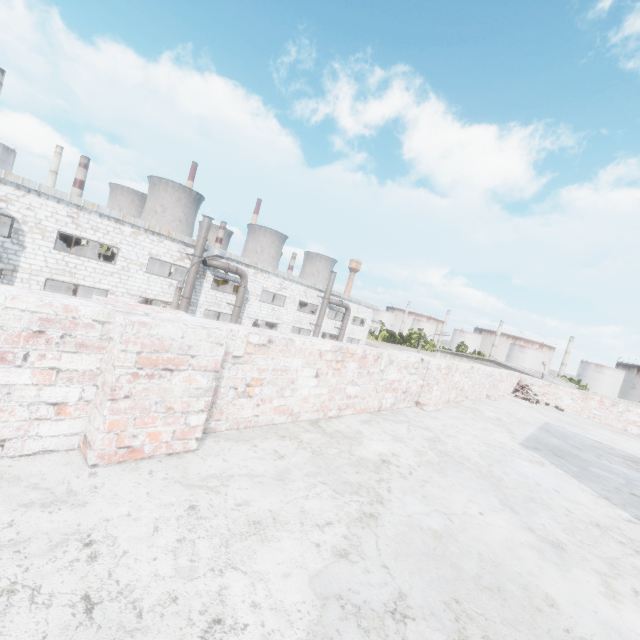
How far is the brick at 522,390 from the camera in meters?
10.8 m

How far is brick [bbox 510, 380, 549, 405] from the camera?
10.8m

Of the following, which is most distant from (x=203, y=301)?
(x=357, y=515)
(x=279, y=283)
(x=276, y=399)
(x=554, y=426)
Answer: (x=357, y=515)
